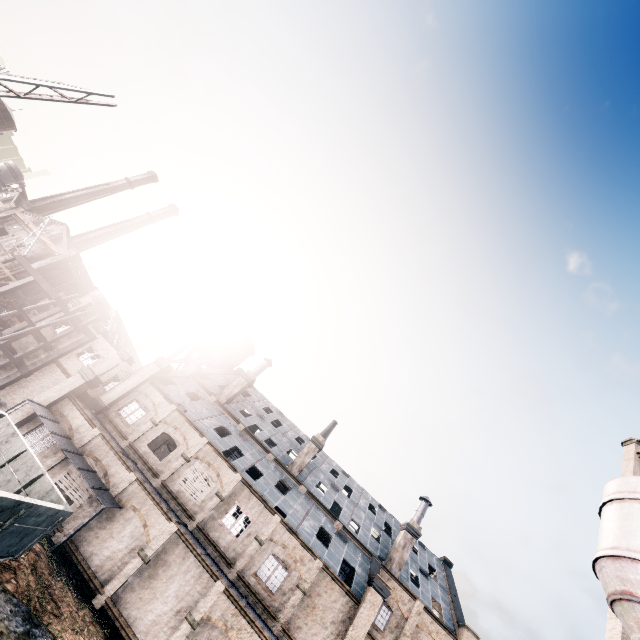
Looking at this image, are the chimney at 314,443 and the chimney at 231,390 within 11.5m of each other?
yes

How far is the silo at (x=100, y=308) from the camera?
56.2 meters

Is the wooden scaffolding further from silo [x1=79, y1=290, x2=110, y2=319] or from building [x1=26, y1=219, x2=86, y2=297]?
silo [x1=79, y1=290, x2=110, y2=319]

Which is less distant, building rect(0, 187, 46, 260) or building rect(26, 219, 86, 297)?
building rect(26, 219, 86, 297)

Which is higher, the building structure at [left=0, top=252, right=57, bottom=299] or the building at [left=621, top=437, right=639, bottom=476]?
the building at [left=621, top=437, right=639, bottom=476]

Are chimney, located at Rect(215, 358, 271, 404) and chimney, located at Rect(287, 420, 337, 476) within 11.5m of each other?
yes

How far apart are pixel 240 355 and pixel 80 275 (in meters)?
35.78

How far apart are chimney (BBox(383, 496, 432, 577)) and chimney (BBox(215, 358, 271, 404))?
22.0 meters
